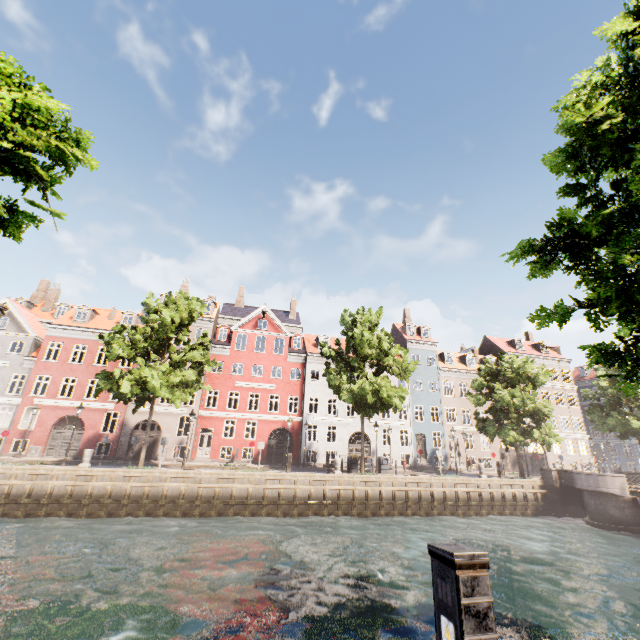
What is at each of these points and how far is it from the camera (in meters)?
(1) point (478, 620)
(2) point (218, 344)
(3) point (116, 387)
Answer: (1) electrical box, 2.30
(2) building, 32.56
(3) tree, 20.20

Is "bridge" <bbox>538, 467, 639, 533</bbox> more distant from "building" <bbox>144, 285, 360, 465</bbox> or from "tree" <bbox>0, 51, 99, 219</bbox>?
"building" <bbox>144, 285, 360, 465</bbox>

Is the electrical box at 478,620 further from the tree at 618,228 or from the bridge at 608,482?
the bridge at 608,482

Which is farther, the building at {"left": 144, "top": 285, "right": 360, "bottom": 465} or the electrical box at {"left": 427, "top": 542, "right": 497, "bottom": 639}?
the building at {"left": 144, "top": 285, "right": 360, "bottom": 465}

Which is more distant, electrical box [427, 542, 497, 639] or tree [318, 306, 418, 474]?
tree [318, 306, 418, 474]

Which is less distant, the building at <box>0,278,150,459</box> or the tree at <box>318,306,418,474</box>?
the tree at <box>318,306,418,474</box>
